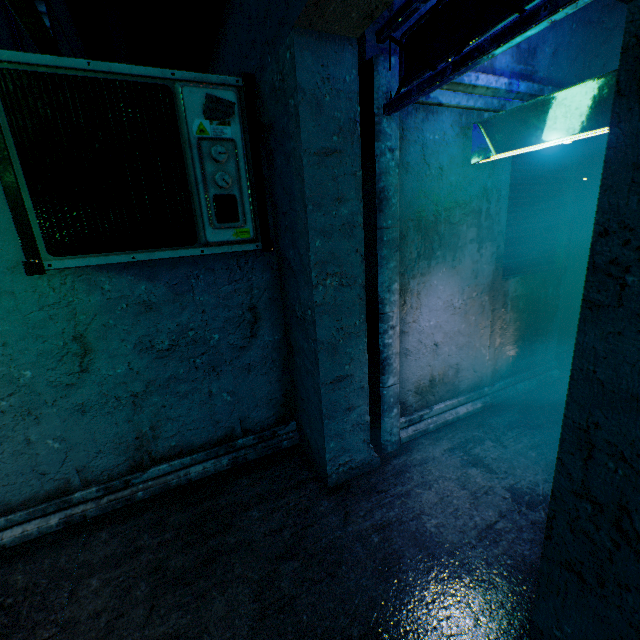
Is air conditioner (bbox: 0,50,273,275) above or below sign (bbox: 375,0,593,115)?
below

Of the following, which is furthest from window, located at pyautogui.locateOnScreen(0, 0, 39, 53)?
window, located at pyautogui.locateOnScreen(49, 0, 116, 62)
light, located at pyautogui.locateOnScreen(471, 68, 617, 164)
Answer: light, located at pyautogui.locateOnScreen(471, 68, 617, 164)

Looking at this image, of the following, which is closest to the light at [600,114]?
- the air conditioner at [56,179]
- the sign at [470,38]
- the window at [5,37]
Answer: the sign at [470,38]

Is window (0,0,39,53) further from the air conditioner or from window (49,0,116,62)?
the air conditioner

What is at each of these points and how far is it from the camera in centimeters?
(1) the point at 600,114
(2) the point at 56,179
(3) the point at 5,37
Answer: (1) light, 192cm
(2) air conditioner, 146cm
(3) window, 427cm

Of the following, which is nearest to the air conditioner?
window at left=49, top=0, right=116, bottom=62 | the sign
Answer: the sign

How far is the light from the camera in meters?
1.9 m

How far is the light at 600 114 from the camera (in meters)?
1.88
